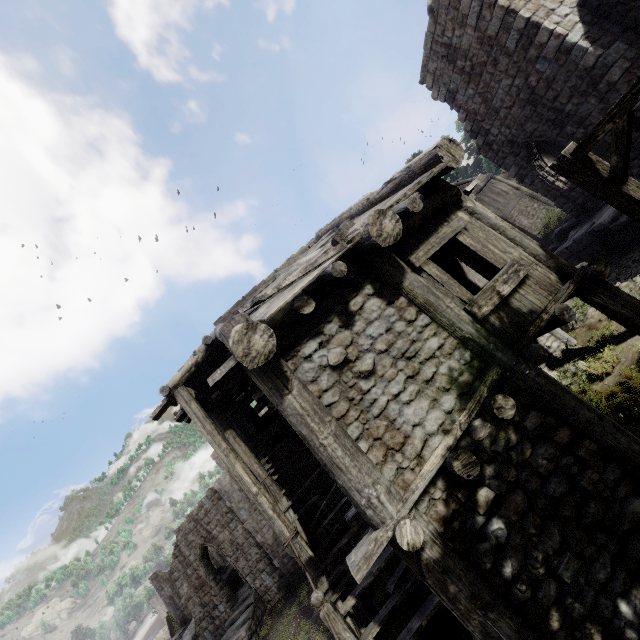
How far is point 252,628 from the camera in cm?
1738

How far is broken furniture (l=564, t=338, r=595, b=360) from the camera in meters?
9.0 m

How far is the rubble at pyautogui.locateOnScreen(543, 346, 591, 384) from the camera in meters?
8.8 m

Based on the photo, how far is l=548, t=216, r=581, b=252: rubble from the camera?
14.65m

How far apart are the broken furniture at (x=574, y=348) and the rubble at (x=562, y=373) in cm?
6

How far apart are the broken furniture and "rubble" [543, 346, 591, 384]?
0.06m

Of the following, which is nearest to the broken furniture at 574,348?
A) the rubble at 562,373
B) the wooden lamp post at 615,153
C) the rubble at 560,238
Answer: the rubble at 562,373

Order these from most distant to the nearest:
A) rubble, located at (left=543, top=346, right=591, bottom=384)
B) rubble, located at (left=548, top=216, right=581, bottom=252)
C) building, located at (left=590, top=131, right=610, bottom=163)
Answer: rubble, located at (left=548, top=216, right=581, bottom=252), building, located at (left=590, top=131, right=610, bottom=163), rubble, located at (left=543, top=346, right=591, bottom=384)
